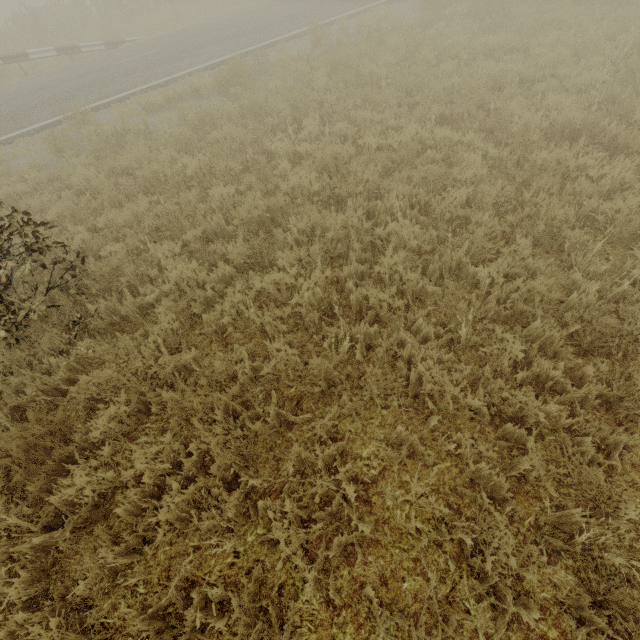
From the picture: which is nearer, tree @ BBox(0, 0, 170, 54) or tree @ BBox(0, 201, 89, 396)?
tree @ BBox(0, 201, 89, 396)

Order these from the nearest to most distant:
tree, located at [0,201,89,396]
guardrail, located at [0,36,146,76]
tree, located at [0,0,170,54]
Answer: tree, located at [0,201,89,396] → guardrail, located at [0,36,146,76] → tree, located at [0,0,170,54]

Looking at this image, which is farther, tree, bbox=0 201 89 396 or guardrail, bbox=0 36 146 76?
guardrail, bbox=0 36 146 76

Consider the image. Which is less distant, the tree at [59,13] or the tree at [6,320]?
the tree at [6,320]

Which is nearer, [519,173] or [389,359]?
[389,359]

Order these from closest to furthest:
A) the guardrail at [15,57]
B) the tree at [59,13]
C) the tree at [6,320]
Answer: the tree at [6,320]
the guardrail at [15,57]
the tree at [59,13]
